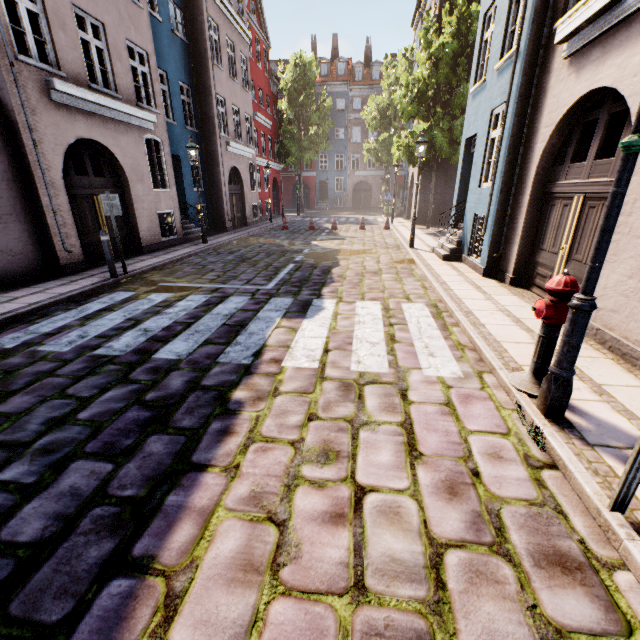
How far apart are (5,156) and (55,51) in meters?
3.1

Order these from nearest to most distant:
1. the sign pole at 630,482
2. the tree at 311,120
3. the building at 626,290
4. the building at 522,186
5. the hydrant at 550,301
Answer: the sign pole at 630,482 → the hydrant at 550,301 → the building at 626,290 → the building at 522,186 → the tree at 311,120

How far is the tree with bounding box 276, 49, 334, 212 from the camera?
27.81m

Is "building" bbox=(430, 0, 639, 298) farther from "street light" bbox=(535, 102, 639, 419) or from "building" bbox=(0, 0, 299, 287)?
"building" bbox=(0, 0, 299, 287)

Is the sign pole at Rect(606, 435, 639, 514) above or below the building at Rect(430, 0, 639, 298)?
below

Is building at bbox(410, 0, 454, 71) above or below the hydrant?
above

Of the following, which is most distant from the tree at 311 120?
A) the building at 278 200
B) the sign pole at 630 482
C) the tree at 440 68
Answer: the sign pole at 630 482

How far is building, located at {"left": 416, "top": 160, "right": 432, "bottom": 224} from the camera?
19.6m
